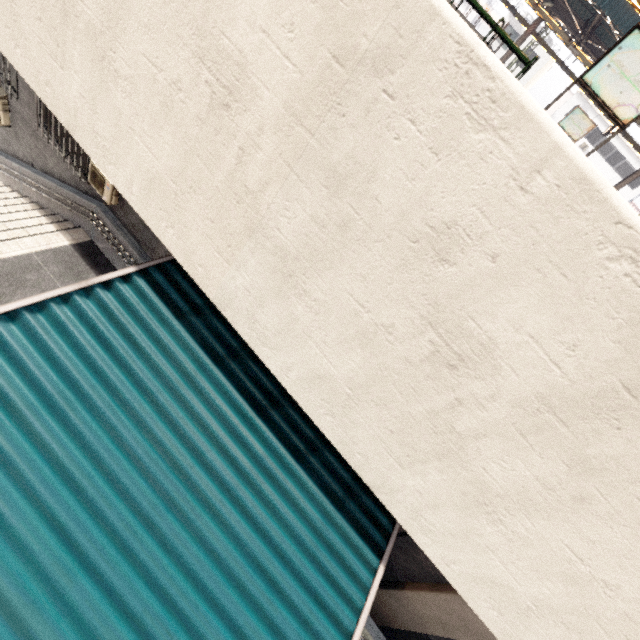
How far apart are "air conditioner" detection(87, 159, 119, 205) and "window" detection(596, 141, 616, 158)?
43.2 meters

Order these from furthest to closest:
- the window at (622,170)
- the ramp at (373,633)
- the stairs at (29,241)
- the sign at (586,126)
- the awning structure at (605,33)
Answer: the window at (622,170), the sign at (586,126), the awning structure at (605,33), the stairs at (29,241), the ramp at (373,633)

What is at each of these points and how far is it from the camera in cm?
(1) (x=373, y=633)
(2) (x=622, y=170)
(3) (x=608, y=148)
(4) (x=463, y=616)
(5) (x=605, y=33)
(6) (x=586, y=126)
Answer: (1) ramp, 646
(2) window, 3195
(3) window, 3181
(4) concrete pillar, 659
(5) awning structure, 1532
(6) sign, 1775

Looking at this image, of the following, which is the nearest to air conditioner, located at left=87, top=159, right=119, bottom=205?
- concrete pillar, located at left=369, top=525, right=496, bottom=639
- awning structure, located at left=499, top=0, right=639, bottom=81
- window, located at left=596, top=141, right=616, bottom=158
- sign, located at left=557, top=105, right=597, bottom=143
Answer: concrete pillar, located at left=369, top=525, right=496, bottom=639

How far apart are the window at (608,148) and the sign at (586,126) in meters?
20.2 m

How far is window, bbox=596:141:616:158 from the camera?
31.6 meters

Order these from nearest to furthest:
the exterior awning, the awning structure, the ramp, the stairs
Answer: the exterior awning
the ramp
the stairs
the awning structure

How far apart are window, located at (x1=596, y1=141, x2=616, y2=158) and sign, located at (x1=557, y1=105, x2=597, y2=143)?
20.2m
